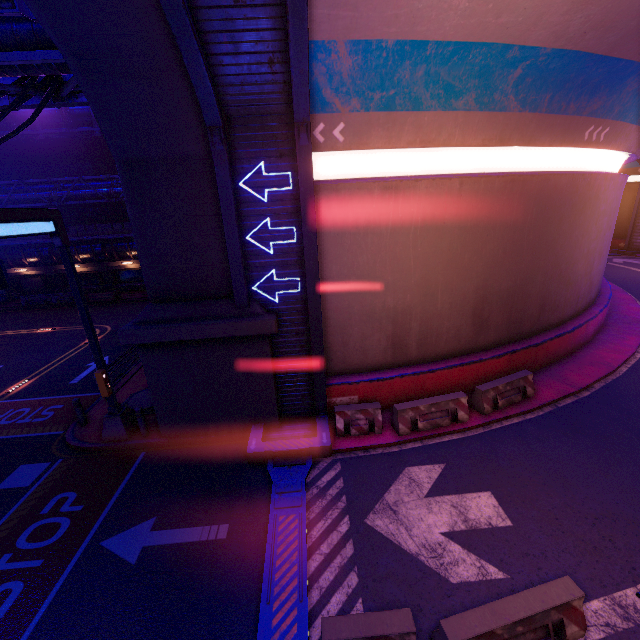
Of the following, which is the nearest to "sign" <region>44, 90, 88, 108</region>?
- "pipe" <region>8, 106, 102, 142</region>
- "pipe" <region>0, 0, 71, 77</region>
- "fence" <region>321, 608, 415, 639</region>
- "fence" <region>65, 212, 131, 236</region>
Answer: "pipe" <region>0, 0, 71, 77</region>

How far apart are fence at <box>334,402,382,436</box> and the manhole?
6.5 meters

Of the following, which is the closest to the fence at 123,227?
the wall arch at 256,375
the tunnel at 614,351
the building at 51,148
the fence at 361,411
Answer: the building at 51,148

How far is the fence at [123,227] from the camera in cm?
3020

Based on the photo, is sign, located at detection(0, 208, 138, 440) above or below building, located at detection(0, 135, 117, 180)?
below

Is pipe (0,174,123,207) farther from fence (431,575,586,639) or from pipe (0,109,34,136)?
fence (431,575,586,639)

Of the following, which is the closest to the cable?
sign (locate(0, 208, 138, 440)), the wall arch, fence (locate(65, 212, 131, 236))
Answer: the wall arch

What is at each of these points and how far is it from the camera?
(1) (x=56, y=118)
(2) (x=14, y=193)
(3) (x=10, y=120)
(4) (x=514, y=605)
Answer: (1) pipe, 29.2m
(2) pipe, 27.9m
(3) pipe, 28.9m
(4) fence, 5.2m
